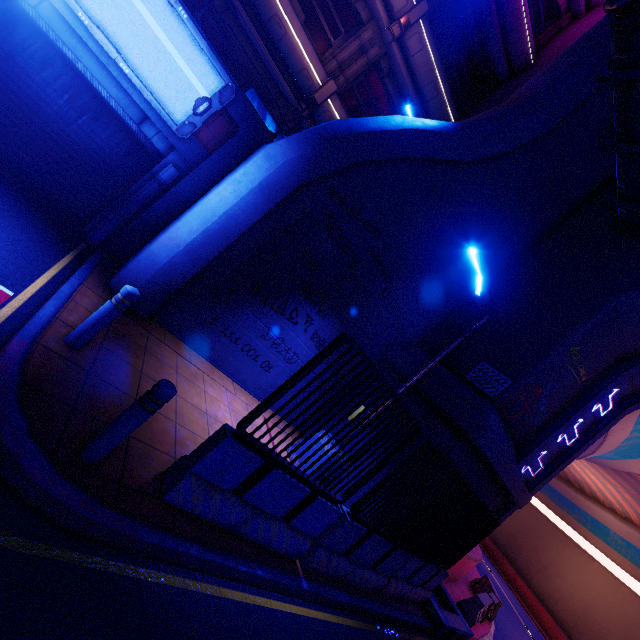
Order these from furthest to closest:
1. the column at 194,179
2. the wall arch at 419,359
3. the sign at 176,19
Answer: the wall arch at 419,359
the column at 194,179
the sign at 176,19

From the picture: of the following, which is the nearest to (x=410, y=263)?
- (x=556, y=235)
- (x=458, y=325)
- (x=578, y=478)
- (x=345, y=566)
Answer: (x=458, y=325)

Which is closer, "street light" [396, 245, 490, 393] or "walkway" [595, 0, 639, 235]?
"walkway" [595, 0, 639, 235]

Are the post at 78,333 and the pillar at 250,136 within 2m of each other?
no

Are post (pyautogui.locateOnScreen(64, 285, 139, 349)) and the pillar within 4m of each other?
no

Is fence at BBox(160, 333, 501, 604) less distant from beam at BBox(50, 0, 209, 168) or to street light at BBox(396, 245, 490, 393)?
street light at BBox(396, 245, 490, 393)

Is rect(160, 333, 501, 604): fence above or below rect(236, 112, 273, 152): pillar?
below

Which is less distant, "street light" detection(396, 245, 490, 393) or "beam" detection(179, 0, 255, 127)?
"beam" detection(179, 0, 255, 127)
